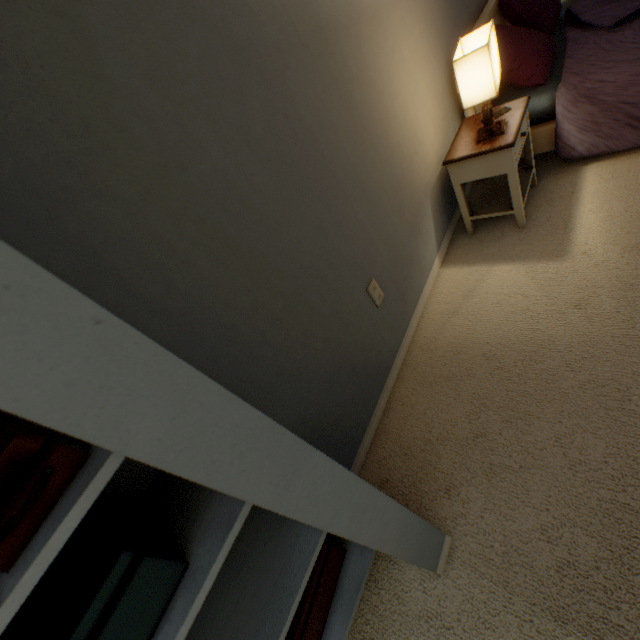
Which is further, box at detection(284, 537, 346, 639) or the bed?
the bed

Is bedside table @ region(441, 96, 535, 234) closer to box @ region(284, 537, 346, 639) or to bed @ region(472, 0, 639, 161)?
bed @ region(472, 0, 639, 161)

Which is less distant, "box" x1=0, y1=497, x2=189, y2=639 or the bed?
"box" x1=0, y1=497, x2=189, y2=639

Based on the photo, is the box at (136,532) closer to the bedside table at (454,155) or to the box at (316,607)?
the box at (316,607)

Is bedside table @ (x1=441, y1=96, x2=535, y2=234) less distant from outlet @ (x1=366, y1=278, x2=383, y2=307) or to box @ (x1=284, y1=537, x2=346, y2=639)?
outlet @ (x1=366, y1=278, x2=383, y2=307)

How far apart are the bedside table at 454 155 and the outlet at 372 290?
0.8 meters

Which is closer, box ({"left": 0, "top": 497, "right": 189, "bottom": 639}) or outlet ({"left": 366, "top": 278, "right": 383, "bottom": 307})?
box ({"left": 0, "top": 497, "right": 189, "bottom": 639})

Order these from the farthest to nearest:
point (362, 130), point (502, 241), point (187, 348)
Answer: point (502, 241), point (362, 130), point (187, 348)
